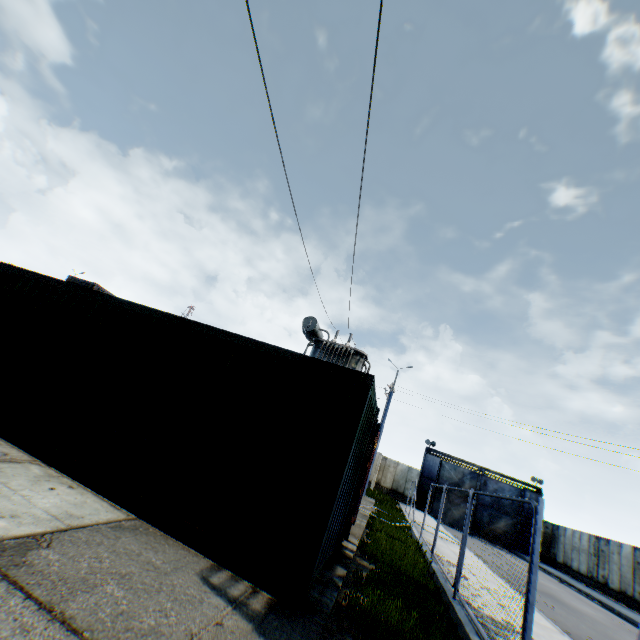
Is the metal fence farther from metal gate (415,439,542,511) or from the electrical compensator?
metal gate (415,439,542,511)

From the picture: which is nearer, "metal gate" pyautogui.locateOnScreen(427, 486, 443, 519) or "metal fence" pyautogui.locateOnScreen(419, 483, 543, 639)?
"metal fence" pyautogui.locateOnScreen(419, 483, 543, 639)

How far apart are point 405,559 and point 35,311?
10.59m

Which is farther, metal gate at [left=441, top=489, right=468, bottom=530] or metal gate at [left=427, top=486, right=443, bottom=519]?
metal gate at [left=427, top=486, right=443, bottom=519]

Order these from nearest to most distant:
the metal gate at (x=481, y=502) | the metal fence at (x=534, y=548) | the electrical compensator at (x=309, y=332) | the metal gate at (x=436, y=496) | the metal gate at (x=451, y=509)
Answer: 1. the metal fence at (x=534, y=548)
2. the electrical compensator at (x=309, y=332)
3. the metal gate at (x=481, y=502)
4. the metal gate at (x=451, y=509)
5. the metal gate at (x=436, y=496)

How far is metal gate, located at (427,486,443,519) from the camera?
32.0 meters

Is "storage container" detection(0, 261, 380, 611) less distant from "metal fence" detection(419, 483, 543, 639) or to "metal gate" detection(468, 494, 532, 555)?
"metal fence" detection(419, 483, 543, 639)

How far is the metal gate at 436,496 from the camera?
31.97m
